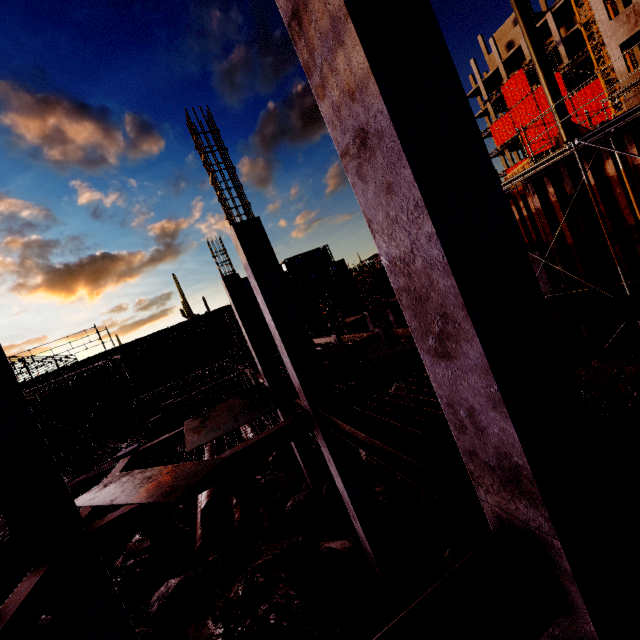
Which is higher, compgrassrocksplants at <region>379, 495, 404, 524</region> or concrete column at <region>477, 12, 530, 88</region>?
concrete column at <region>477, 12, 530, 88</region>

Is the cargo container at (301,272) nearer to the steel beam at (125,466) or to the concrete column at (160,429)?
the concrete column at (160,429)

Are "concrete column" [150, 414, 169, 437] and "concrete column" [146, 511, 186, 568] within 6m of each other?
yes

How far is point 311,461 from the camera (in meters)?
11.52

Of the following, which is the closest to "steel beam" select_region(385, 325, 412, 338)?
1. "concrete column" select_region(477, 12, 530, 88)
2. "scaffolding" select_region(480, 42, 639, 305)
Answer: "scaffolding" select_region(480, 42, 639, 305)

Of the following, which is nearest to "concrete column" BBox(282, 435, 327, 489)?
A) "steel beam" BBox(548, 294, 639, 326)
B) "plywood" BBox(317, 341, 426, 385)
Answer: "plywood" BBox(317, 341, 426, 385)

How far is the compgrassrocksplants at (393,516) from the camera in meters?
8.8

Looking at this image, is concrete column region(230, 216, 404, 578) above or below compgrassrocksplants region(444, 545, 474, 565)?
above
